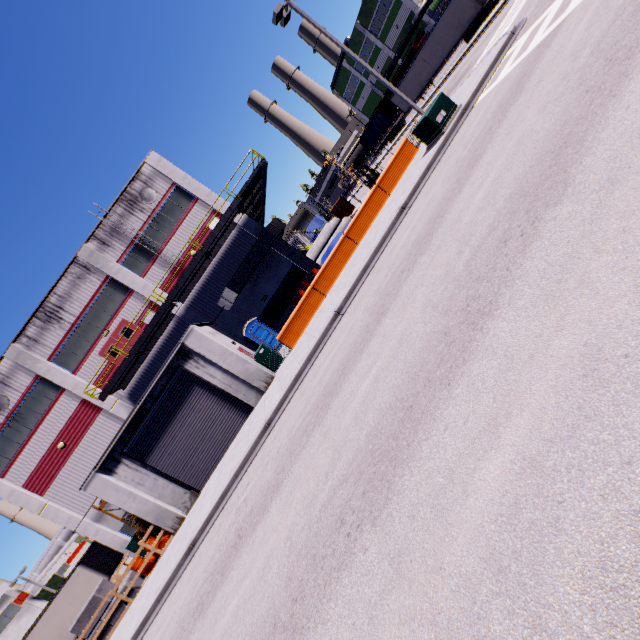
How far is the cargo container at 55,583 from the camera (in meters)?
53.41

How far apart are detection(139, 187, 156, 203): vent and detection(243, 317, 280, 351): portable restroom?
10.63m

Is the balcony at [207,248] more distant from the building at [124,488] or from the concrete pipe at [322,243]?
the concrete pipe at [322,243]

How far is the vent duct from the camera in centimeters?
2259cm

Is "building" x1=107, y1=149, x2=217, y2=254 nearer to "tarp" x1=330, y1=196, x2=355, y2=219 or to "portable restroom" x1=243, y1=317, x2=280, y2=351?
"portable restroom" x1=243, y1=317, x2=280, y2=351

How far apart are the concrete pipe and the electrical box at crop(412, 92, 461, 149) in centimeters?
1369cm

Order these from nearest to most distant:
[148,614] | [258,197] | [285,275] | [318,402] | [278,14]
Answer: [318,402], [148,614], [278,14], [285,275], [258,197]

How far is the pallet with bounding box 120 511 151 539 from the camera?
17.0m
